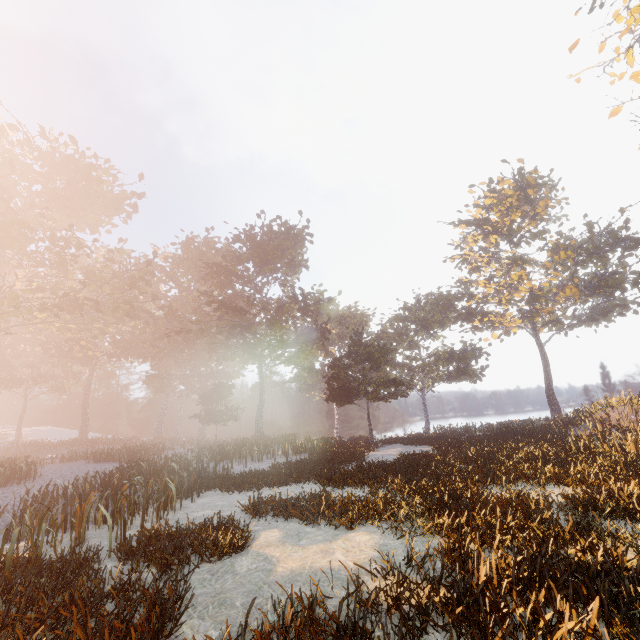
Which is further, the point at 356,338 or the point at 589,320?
the point at 589,320
